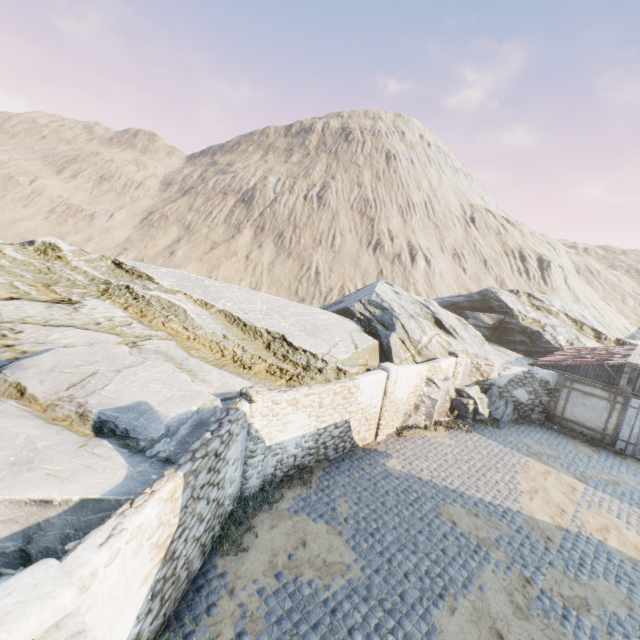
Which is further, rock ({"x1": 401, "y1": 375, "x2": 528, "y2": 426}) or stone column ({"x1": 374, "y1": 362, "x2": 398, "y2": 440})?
rock ({"x1": 401, "y1": 375, "x2": 528, "y2": 426})

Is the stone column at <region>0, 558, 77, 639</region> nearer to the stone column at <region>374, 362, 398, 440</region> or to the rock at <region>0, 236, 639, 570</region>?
the rock at <region>0, 236, 639, 570</region>

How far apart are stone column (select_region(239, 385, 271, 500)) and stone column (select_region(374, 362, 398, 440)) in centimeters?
560cm

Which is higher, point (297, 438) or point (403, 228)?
point (403, 228)

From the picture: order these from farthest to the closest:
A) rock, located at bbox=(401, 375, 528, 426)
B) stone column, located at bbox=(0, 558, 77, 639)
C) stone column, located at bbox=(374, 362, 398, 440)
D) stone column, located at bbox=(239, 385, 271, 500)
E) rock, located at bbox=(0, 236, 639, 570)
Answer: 1. rock, located at bbox=(401, 375, 528, 426)
2. stone column, located at bbox=(374, 362, 398, 440)
3. stone column, located at bbox=(239, 385, 271, 500)
4. rock, located at bbox=(0, 236, 639, 570)
5. stone column, located at bbox=(0, 558, 77, 639)

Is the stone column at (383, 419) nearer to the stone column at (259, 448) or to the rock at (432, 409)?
the rock at (432, 409)

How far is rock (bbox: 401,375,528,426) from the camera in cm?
1538

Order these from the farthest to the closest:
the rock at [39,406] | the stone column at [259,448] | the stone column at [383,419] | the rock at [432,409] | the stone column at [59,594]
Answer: the rock at [432,409] → the stone column at [383,419] → the stone column at [259,448] → the rock at [39,406] → the stone column at [59,594]
